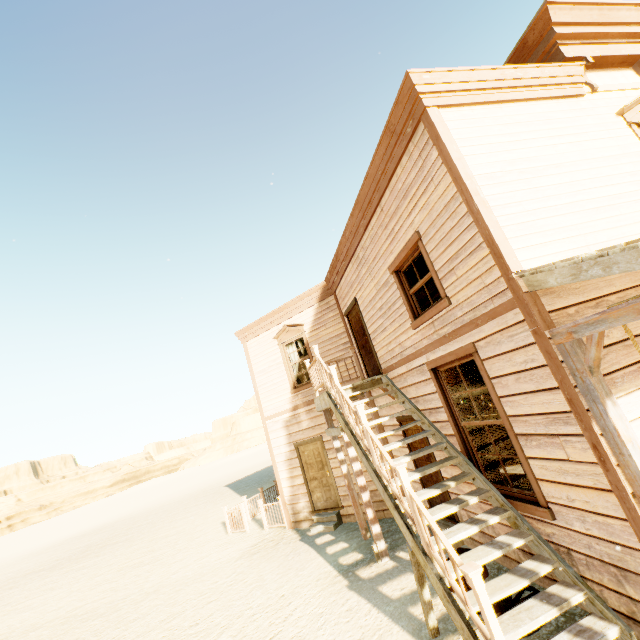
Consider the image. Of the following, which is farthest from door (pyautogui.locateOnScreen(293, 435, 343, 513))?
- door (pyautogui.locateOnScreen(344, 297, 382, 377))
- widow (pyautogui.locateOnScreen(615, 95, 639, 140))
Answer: widow (pyautogui.locateOnScreen(615, 95, 639, 140))

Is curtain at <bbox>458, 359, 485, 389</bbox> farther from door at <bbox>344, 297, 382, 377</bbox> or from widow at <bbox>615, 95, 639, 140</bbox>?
widow at <bbox>615, 95, 639, 140</bbox>

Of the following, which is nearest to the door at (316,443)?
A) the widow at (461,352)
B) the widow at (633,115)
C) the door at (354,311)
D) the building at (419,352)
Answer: the building at (419,352)

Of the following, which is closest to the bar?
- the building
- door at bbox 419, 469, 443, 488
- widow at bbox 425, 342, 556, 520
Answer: the building

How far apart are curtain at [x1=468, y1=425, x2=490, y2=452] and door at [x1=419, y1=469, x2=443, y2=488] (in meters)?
1.19

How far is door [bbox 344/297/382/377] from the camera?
8.3m

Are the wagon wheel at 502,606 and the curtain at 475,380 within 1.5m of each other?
no

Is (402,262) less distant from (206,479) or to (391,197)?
(391,197)
